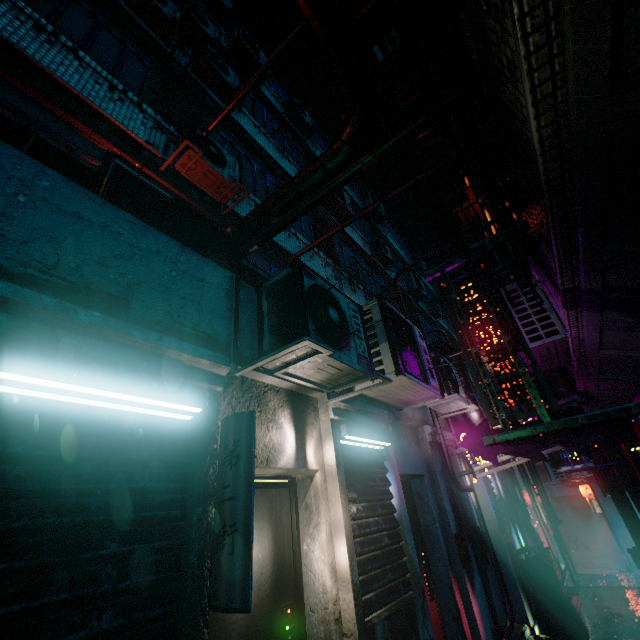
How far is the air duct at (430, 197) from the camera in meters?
5.5 m

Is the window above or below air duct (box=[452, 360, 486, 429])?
above

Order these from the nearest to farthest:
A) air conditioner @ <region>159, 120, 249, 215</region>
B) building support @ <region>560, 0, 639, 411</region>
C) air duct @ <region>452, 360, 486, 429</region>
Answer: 1. building support @ <region>560, 0, 639, 411</region>
2. air conditioner @ <region>159, 120, 249, 215</region>
3. air duct @ <region>452, 360, 486, 429</region>

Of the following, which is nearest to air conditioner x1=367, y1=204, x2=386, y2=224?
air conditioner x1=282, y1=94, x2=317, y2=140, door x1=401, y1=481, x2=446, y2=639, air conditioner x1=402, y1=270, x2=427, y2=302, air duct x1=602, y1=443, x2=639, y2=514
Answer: air conditioner x1=402, y1=270, x2=427, y2=302

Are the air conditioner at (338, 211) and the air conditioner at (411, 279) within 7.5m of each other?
yes

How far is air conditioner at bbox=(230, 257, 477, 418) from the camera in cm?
216

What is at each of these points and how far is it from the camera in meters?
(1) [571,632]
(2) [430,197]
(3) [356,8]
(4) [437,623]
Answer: (1) trash bag, 4.9
(2) air duct, 5.7
(3) air duct, 3.8
(4) door, 3.6

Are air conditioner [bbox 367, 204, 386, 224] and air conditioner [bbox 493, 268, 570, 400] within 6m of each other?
no
